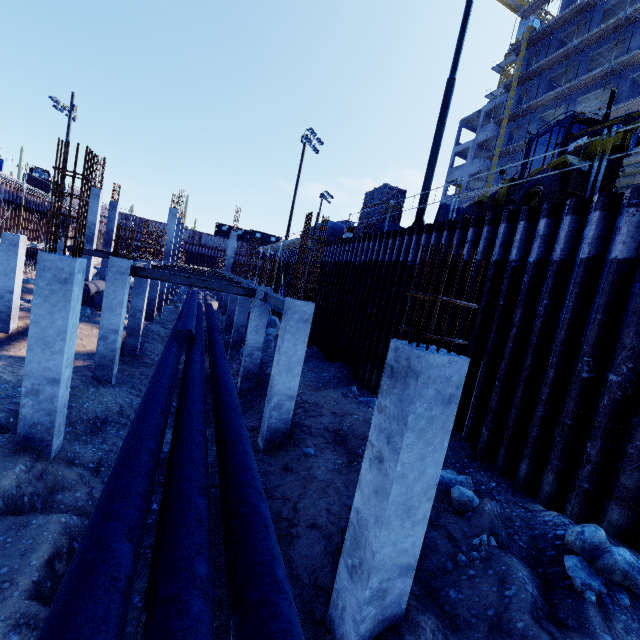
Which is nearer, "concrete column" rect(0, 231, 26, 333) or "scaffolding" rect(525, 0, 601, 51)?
"concrete column" rect(0, 231, 26, 333)

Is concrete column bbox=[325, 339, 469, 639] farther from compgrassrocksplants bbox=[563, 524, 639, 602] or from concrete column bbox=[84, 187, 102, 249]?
concrete column bbox=[84, 187, 102, 249]

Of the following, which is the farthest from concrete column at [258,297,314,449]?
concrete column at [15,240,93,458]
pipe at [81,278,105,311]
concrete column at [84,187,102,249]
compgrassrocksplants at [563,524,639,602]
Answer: concrete column at [84,187,102,249]

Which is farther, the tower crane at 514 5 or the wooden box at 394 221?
the tower crane at 514 5

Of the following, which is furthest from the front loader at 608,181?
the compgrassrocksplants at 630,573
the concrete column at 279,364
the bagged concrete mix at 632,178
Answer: the compgrassrocksplants at 630,573

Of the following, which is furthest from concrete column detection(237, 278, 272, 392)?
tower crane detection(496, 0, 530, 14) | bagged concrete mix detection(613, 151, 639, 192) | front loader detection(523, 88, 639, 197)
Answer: tower crane detection(496, 0, 530, 14)

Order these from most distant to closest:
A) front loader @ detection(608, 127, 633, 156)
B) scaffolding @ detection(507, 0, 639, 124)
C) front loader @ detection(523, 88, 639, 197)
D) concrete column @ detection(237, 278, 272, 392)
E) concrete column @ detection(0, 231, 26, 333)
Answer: scaffolding @ detection(507, 0, 639, 124) < concrete column @ detection(0, 231, 26, 333) < concrete column @ detection(237, 278, 272, 392) < front loader @ detection(523, 88, 639, 197) < front loader @ detection(608, 127, 633, 156)

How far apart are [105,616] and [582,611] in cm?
517
